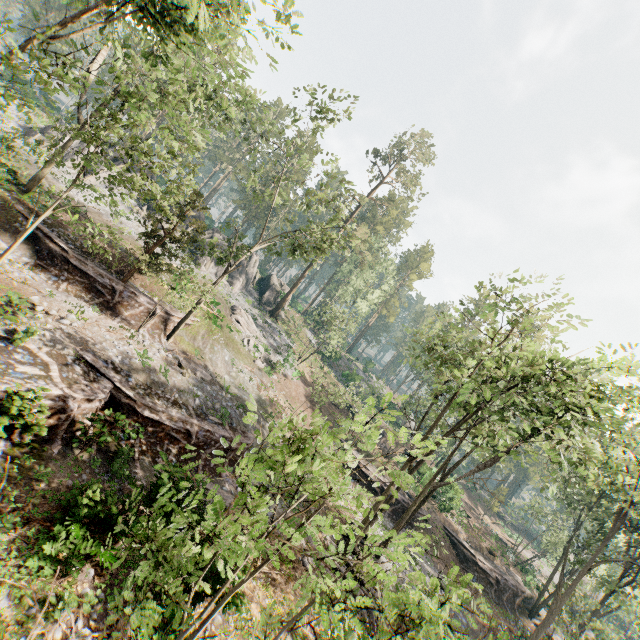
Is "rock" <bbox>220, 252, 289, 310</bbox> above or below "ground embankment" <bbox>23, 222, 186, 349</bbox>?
above

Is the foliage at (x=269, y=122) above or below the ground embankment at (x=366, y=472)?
above

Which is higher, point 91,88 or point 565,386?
point 565,386

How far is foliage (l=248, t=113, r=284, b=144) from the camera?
23.4 meters

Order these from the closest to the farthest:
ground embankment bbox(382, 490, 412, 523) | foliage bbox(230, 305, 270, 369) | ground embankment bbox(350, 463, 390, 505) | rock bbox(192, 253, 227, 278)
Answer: ground embankment bbox(382, 490, 412, 523), ground embankment bbox(350, 463, 390, 505), foliage bbox(230, 305, 270, 369), rock bbox(192, 253, 227, 278)

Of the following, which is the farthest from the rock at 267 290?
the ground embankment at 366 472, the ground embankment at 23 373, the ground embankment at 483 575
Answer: the ground embankment at 483 575

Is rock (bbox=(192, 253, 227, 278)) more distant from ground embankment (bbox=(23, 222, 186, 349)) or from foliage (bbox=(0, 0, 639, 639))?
ground embankment (bbox=(23, 222, 186, 349))

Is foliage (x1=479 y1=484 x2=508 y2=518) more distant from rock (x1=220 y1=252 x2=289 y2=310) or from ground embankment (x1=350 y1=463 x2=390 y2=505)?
ground embankment (x1=350 y1=463 x2=390 y2=505)
